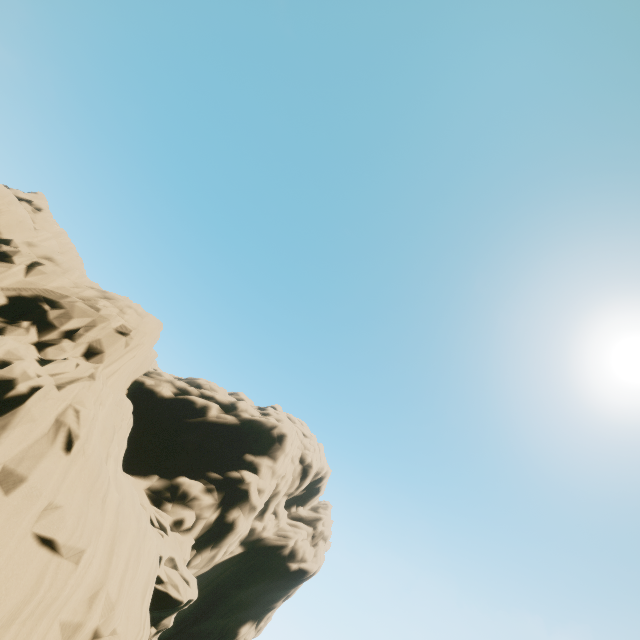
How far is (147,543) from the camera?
13.86m
